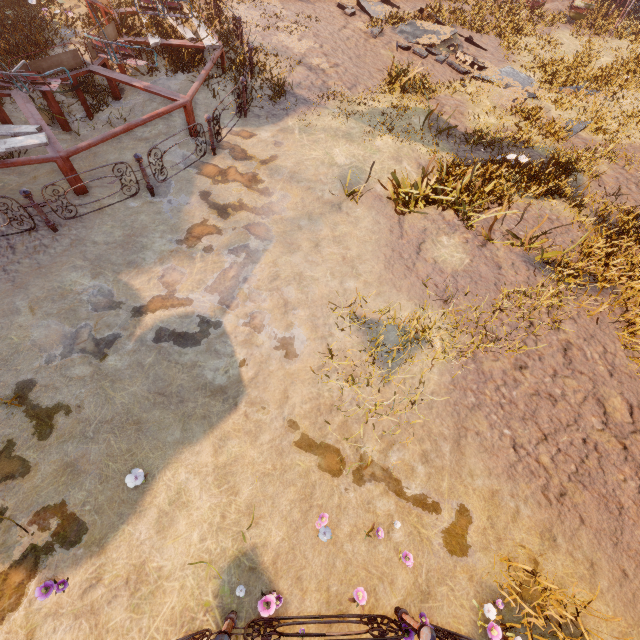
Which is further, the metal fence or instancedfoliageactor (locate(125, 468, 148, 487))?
instancedfoliageactor (locate(125, 468, 148, 487))

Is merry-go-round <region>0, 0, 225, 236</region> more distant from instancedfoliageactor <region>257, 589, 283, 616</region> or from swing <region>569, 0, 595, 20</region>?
swing <region>569, 0, 595, 20</region>

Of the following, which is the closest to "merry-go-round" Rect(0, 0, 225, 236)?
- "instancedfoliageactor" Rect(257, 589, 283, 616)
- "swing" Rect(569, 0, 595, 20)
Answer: "instancedfoliageactor" Rect(257, 589, 283, 616)

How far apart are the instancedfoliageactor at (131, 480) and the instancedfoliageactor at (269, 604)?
→ 2.0 meters

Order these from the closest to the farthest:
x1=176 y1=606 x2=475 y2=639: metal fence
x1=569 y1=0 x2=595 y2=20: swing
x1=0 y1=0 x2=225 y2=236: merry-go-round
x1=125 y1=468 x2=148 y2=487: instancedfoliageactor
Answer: x1=176 y1=606 x2=475 y2=639: metal fence → x1=125 y1=468 x2=148 y2=487: instancedfoliageactor → x1=0 y1=0 x2=225 y2=236: merry-go-round → x1=569 y1=0 x2=595 y2=20: swing

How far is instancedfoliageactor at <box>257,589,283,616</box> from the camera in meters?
3.5 m

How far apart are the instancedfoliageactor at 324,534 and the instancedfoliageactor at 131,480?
2.37m

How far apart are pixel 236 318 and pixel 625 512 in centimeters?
685cm
